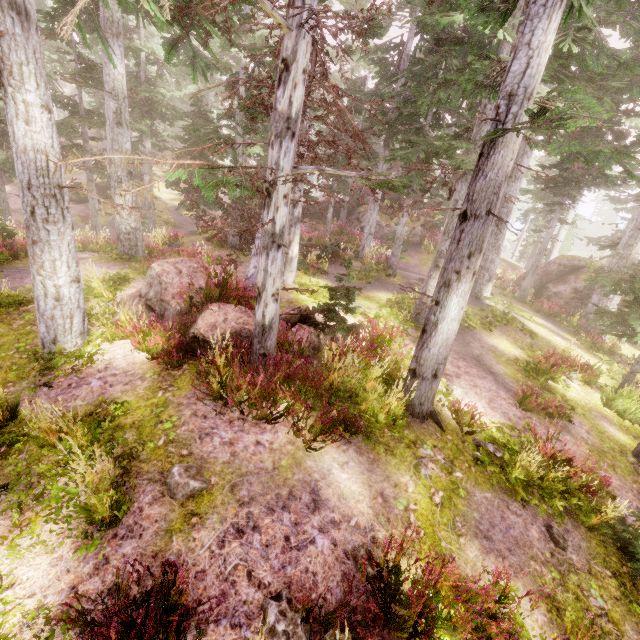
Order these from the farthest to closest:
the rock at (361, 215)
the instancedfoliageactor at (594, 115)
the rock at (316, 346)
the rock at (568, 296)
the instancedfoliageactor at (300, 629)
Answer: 1. the rock at (361, 215)
2. the rock at (568, 296)
3. the rock at (316, 346)
4. the instancedfoliageactor at (594, 115)
5. the instancedfoliageactor at (300, 629)

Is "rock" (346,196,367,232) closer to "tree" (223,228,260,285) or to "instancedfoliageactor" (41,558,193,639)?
"instancedfoliageactor" (41,558,193,639)

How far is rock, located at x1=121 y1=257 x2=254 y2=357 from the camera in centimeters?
687cm

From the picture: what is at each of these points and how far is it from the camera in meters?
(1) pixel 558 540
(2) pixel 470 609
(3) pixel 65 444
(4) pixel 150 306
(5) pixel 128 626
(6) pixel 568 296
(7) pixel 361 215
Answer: (1) instancedfoliageactor, 5.4
(2) instancedfoliageactor, 3.4
(3) instancedfoliageactor, 4.4
(4) rock, 8.1
(5) instancedfoliageactor, 2.8
(6) rock, 20.3
(7) rock, 31.3

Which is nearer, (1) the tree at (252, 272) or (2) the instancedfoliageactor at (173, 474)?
(2) the instancedfoliageactor at (173, 474)

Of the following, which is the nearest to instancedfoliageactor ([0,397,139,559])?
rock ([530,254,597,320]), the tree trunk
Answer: rock ([530,254,597,320])

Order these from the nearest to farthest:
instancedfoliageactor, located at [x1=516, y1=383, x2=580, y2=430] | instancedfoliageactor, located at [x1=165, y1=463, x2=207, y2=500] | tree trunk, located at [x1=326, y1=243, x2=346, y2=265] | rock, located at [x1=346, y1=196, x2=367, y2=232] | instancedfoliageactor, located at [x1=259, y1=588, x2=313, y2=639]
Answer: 1. instancedfoliageactor, located at [x1=259, y1=588, x2=313, y2=639]
2. instancedfoliageactor, located at [x1=165, y1=463, x2=207, y2=500]
3. instancedfoliageactor, located at [x1=516, y1=383, x2=580, y2=430]
4. tree trunk, located at [x1=326, y1=243, x2=346, y2=265]
5. rock, located at [x1=346, y1=196, x2=367, y2=232]

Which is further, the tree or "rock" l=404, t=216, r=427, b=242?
"rock" l=404, t=216, r=427, b=242
